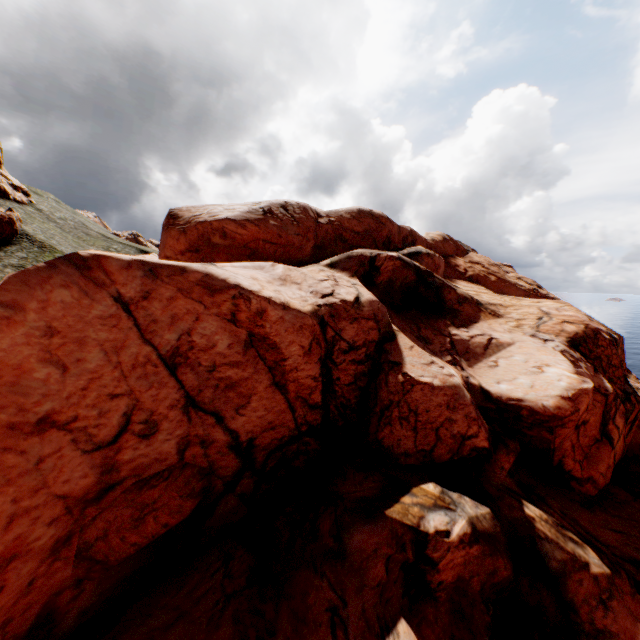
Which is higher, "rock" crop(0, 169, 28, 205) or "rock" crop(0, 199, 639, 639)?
"rock" crop(0, 169, 28, 205)

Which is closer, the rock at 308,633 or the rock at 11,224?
the rock at 308,633

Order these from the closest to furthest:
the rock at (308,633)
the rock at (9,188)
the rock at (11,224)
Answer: the rock at (308,633) < the rock at (11,224) < the rock at (9,188)

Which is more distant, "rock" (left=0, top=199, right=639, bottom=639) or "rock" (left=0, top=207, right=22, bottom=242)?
"rock" (left=0, top=207, right=22, bottom=242)

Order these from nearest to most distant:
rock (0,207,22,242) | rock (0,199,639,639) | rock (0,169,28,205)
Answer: rock (0,199,639,639)
rock (0,207,22,242)
rock (0,169,28,205)

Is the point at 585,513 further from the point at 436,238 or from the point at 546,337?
the point at 436,238
